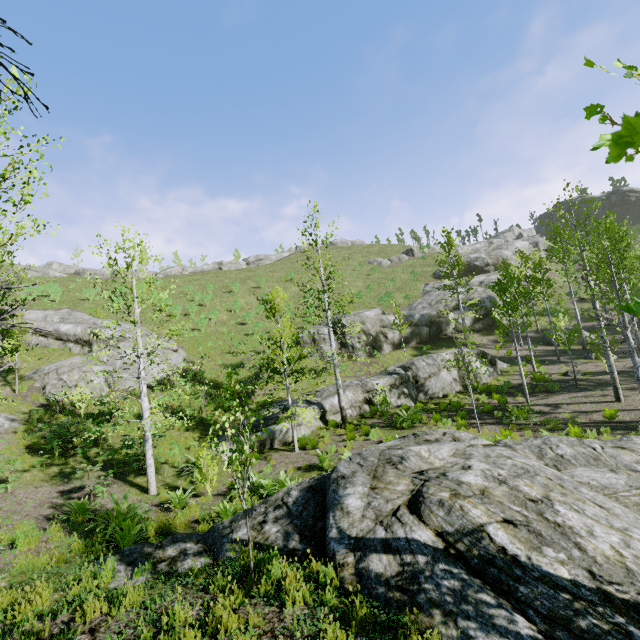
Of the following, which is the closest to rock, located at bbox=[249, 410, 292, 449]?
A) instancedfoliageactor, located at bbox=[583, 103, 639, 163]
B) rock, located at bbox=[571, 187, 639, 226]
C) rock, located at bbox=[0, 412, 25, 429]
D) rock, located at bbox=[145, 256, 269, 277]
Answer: instancedfoliageactor, located at bbox=[583, 103, 639, 163]

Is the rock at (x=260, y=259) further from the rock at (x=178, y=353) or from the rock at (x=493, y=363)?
the rock at (x=493, y=363)

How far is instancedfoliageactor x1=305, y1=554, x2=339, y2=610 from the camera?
4.05m

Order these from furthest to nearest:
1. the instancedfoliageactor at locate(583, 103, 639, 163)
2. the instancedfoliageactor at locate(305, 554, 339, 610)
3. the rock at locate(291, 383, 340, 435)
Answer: the rock at locate(291, 383, 340, 435) < the instancedfoliageactor at locate(305, 554, 339, 610) < the instancedfoliageactor at locate(583, 103, 639, 163)

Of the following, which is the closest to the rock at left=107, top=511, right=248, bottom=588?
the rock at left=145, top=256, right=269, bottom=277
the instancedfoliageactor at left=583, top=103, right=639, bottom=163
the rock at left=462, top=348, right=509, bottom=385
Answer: the instancedfoliageactor at left=583, top=103, right=639, bottom=163

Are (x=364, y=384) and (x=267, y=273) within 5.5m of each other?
no

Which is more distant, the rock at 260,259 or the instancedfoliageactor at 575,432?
the rock at 260,259

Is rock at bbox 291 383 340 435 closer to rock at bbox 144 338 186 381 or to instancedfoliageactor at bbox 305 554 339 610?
instancedfoliageactor at bbox 305 554 339 610
